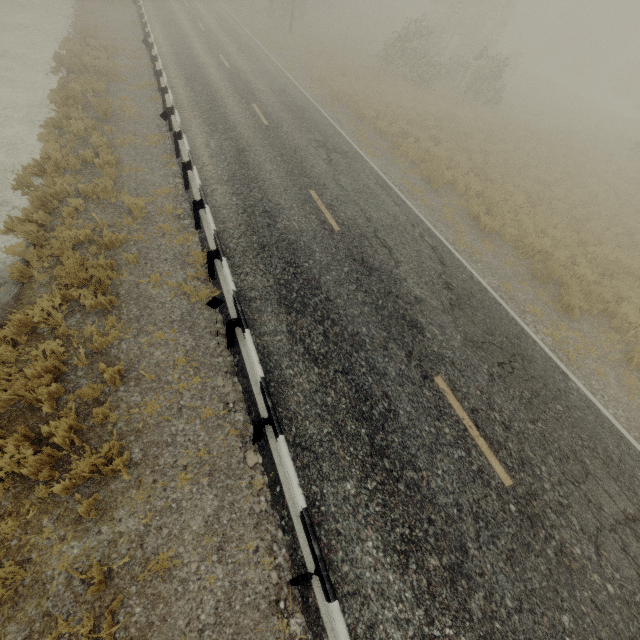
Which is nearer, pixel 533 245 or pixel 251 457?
pixel 251 457
